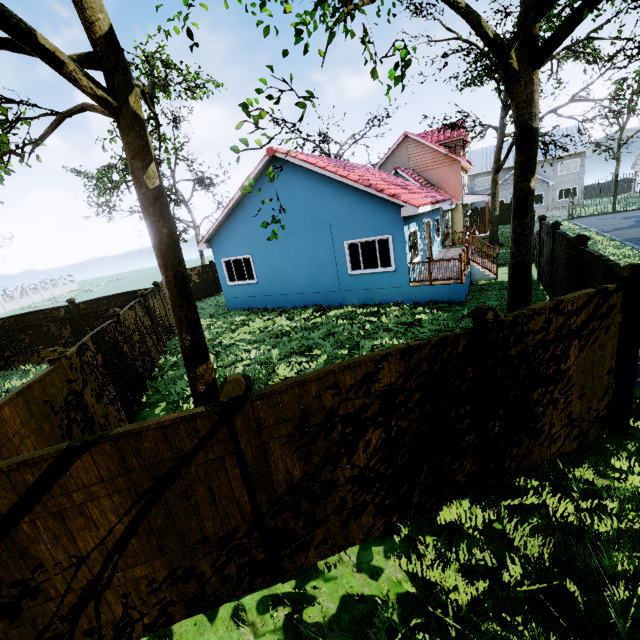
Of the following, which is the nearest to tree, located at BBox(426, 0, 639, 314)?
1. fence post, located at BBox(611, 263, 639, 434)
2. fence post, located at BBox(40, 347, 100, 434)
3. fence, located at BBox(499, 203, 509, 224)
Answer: fence, located at BBox(499, 203, 509, 224)

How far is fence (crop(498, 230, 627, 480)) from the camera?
4.0 meters

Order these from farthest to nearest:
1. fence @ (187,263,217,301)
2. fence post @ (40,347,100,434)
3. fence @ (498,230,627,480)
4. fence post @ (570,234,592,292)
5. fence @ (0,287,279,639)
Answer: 1. fence @ (187,263,217,301)
2. fence post @ (570,234,592,292)
3. fence post @ (40,347,100,434)
4. fence @ (498,230,627,480)
5. fence @ (0,287,279,639)

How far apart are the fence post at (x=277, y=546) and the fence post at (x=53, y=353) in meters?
3.9 m

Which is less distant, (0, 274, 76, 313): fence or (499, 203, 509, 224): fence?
(499, 203, 509, 224): fence

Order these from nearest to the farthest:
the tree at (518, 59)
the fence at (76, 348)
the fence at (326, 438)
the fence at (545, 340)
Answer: the fence at (76, 348) → the fence at (326, 438) → the fence at (545, 340) → the tree at (518, 59)

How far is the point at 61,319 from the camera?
13.6 meters

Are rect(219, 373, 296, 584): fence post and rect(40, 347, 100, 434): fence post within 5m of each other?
yes
